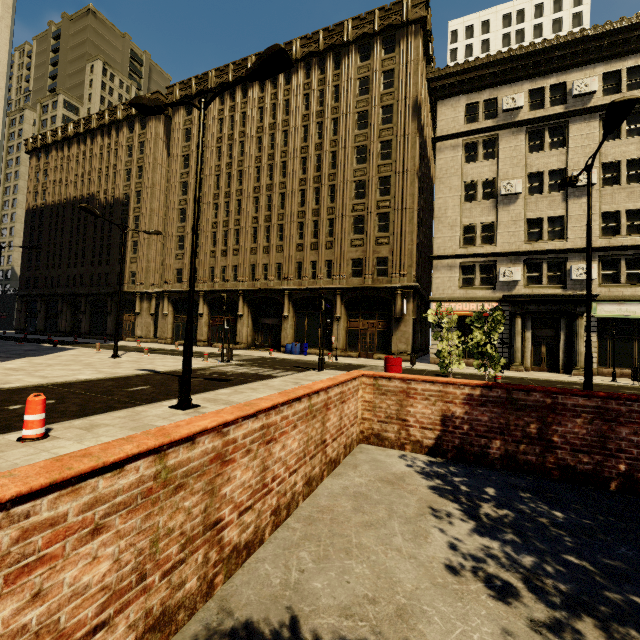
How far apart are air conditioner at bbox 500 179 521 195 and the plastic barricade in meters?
25.8

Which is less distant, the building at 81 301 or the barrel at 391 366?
the barrel at 391 366

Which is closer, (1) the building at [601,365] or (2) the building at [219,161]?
(1) the building at [601,365]

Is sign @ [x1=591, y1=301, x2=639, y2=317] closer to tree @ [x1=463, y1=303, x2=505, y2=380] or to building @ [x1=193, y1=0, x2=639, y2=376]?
building @ [x1=193, y1=0, x2=639, y2=376]

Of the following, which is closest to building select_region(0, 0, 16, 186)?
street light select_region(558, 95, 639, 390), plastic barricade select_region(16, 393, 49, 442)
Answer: street light select_region(558, 95, 639, 390)

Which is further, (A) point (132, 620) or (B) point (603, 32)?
(B) point (603, 32)

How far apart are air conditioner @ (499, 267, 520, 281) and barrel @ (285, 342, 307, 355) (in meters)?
15.07

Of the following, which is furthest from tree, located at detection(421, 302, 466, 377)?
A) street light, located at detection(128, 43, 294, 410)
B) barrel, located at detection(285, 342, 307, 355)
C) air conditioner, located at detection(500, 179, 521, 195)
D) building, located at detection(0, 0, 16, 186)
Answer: barrel, located at detection(285, 342, 307, 355)
